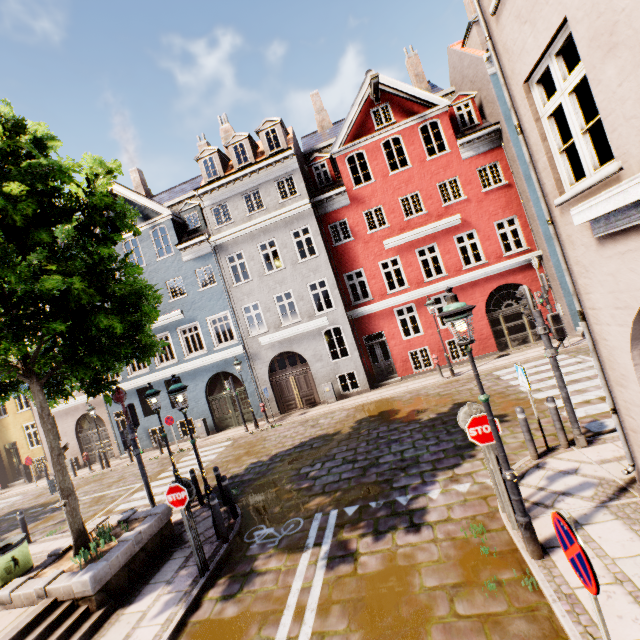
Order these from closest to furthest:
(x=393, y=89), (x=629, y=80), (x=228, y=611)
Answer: (x=629, y=80)
(x=228, y=611)
(x=393, y=89)

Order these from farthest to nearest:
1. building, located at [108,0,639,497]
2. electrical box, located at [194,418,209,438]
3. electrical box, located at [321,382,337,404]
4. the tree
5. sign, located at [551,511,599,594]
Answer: electrical box, located at [194,418,209,438] → electrical box, located at [321,382,337,404] → the tree → building, located at [108,0,639,497] → sign, located at [551,511,599,594]

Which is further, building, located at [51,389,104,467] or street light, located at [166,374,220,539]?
building, located at [51,389,104,467]

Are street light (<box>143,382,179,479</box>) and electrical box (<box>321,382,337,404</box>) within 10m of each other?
yes

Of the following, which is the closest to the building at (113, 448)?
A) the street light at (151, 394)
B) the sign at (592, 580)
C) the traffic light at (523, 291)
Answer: the street light at (151, 394)

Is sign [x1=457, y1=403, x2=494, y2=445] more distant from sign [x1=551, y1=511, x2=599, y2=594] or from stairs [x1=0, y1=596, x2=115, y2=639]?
stairs [x1=0, y1=596, x2=115, y2=639]

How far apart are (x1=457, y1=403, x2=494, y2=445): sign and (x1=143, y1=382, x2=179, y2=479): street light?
8.5m

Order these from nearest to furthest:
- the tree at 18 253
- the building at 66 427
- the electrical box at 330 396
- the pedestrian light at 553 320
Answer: the tree at 18 253
the pedestrian light at 553 320
the electrical box at 330 396
the building at 66 427
